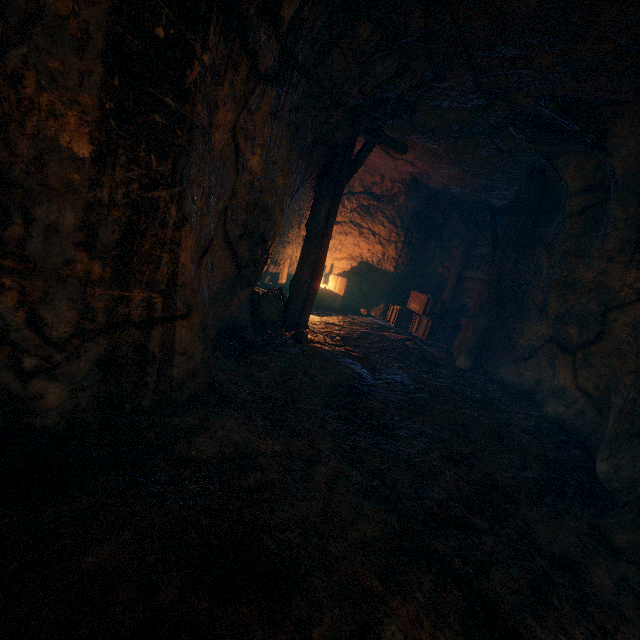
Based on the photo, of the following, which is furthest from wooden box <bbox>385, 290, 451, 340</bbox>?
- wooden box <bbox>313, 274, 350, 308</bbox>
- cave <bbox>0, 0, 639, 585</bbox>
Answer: wooden box <bbox>313, 274, 350, 308</bbox>

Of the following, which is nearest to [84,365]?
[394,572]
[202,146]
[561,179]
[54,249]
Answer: [54,249]

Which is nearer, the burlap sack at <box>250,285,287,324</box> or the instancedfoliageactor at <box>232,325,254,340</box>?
the instancedfoliageactor at <box>232,325,254,340</box>

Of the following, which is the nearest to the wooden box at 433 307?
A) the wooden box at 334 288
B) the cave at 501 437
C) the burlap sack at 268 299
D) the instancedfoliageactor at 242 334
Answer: the cave at 501 437

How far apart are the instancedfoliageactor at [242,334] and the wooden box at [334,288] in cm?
451

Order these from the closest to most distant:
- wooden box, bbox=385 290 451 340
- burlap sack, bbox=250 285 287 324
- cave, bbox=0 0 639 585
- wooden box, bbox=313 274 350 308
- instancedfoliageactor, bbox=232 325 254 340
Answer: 1. cave, bbox=0 0 639 585
2. instancedfoliageactor, bbox=232 325 254 340
3. burlap sack, bbox=250 285 287 324
4. wooden box, bbox=385 290 451 340
5. wooden box, bbox=313 274 350 308

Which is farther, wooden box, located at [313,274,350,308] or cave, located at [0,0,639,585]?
wooden box, located at [313,274,350,308]

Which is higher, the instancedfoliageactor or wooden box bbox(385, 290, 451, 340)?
wooden box bbox(385, 290, 451, 340)
